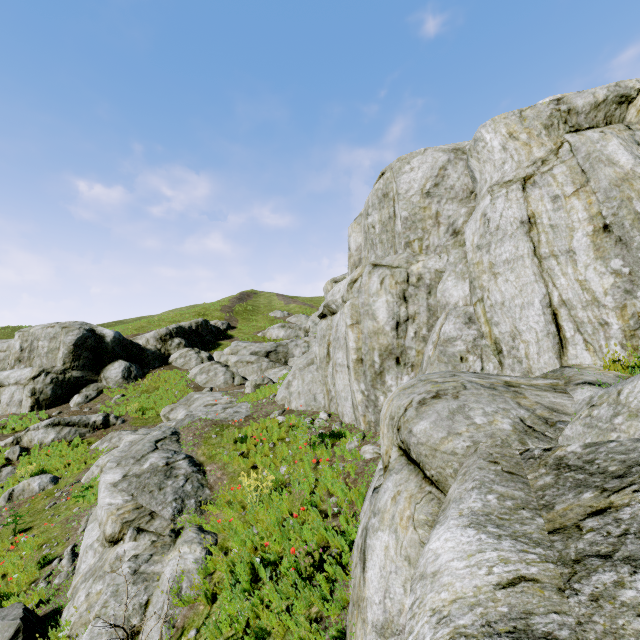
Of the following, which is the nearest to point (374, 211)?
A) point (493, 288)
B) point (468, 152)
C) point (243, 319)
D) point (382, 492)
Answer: point (468, 152)

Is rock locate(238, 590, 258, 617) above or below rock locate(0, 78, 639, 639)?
below

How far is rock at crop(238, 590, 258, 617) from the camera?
4.6 meters

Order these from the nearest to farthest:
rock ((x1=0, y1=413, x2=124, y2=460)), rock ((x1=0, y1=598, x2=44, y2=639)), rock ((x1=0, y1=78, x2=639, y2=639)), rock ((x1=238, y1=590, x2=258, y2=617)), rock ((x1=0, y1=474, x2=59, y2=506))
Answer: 1. rock ((x1=0, y1=78, x2=639, y2=639))
2. rock ((x1=238, y1=590, x2=258, y2=617))
3. rock ((x1=0, y1=598, x2=44, y2=639))
4. rock ((x1=0, y1=474, x2=59, y2=506))
5. rock ((x1=0, y1=413, x2=124, y2=460))

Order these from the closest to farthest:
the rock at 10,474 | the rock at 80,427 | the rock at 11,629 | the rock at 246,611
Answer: the rock at 246,611
the rock at 11,629
the rock at 10,474
the rock at 80,427

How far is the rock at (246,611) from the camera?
4.57m

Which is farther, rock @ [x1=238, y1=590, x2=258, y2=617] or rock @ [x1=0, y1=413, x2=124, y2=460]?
rock @ [x1=0, y1=413, x2=124, y2=460]
